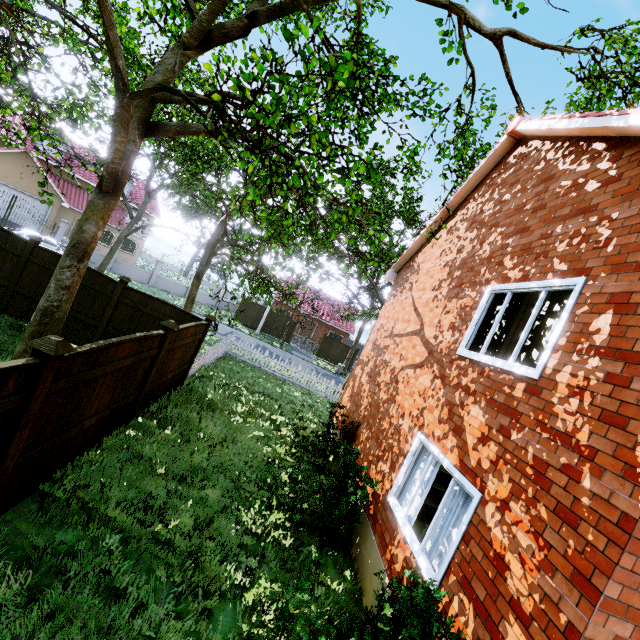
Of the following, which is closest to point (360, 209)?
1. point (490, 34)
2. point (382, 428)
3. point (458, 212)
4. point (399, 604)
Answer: point (458, 212)

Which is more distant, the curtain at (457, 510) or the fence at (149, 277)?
the fence at (149, 277)

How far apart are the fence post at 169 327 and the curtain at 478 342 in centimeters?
596cm

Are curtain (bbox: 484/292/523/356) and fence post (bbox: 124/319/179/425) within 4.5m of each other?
no

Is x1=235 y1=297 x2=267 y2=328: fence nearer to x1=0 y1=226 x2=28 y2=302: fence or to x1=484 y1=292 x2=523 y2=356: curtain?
x1=0 y1=226 x2=28 y2=302: fence

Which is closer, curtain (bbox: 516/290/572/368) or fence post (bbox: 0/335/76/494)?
fence post (bbox: 0/335/76/494)

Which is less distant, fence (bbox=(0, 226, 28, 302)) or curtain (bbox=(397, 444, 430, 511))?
curtain (bbox=(397, 444, 430, 511))

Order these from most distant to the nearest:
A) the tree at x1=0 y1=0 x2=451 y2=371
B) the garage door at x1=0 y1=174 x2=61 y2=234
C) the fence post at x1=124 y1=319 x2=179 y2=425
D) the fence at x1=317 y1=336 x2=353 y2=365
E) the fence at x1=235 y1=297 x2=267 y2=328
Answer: the fence at x1=317 y1=336 x2=353 y2=365 < the fence at x1=235 y1=297 x2=267 y2=328 < the garage door at x1=0 y1=174 x2=61 y2=234 < the fence post at x1=124 y1=319 x2=179 y2=425 < the tree at x1=0 y1=0 x2=451 y2=371
